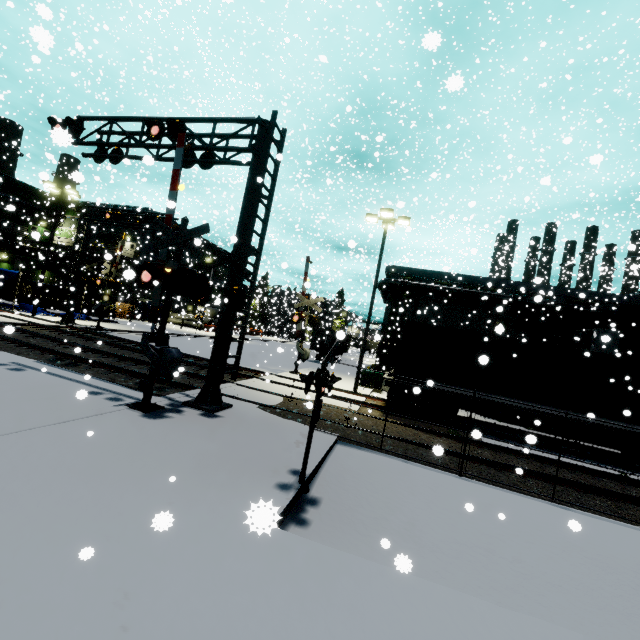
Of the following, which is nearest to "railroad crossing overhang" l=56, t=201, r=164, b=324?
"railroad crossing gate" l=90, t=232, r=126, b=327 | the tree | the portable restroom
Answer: "railroad crossing gate" l=90, t=232, r=126, b=327

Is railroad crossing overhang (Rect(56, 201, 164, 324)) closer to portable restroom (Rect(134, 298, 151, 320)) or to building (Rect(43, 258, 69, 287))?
building (Rect(43, 258, 69, 287))

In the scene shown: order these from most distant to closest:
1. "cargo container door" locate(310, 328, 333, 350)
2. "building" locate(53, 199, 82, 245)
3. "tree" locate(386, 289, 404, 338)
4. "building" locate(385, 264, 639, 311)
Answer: "building" locate(53, 199, 82, 245), "cargo container door" locate(310, 328, 333, 350), "tree" locate(386, 289, 404, 338), "building" locate(385, 264, 639, 311)

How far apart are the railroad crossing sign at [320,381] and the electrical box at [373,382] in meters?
14.0

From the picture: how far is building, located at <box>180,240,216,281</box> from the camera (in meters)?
37.15

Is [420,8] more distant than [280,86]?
No

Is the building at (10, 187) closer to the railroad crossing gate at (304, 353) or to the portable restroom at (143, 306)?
the portable restroom at (143, 306)

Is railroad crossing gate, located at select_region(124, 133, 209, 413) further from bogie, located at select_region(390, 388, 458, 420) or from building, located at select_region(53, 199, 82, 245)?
bogie, located at select_region(390, 388, 458, 420)
